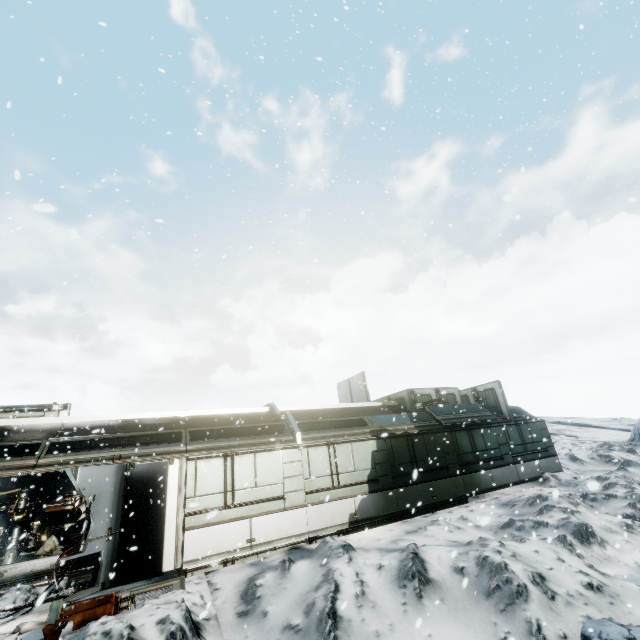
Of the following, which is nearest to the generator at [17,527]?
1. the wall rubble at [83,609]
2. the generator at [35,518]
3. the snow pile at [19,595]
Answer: the generator at [35,518]

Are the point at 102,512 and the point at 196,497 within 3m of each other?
yes

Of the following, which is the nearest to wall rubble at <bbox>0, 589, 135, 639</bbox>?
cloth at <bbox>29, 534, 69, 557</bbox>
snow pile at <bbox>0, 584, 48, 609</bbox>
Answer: snow pile at <bbox>0, 584, 48, 609</bbox>

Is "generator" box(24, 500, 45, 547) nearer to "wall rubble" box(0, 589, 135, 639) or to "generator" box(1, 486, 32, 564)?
"generator" box(1, 486, 32, 564)

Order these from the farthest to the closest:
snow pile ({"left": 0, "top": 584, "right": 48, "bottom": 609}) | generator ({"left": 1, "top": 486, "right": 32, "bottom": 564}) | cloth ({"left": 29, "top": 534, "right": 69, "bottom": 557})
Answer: cloth ({"left": 29, "top": 534, "right": 69, "bottom": 557})
generator ({"left": 1, "top": 486, "right": 32, "bottom": 564})
snow pile ({"left": 0, "top": 584, "right": 48, "bottom": 609})

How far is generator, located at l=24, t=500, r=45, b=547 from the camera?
12.0m

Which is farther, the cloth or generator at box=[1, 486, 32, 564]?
the cloth

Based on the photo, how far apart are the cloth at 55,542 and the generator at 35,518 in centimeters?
37cm
